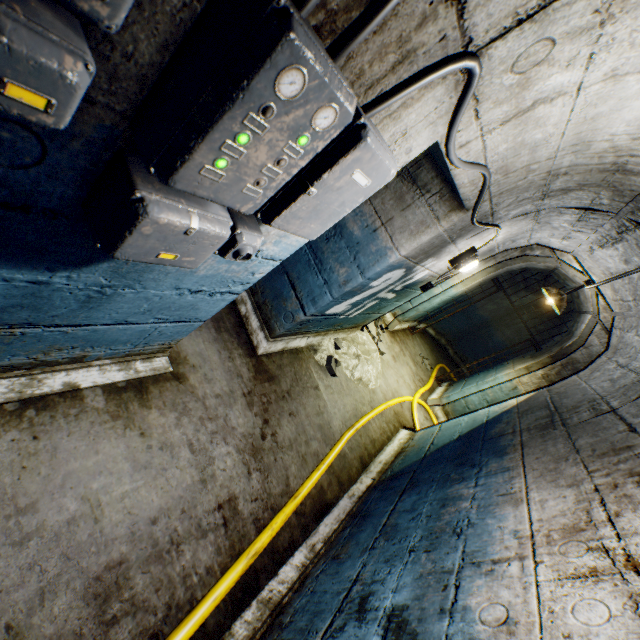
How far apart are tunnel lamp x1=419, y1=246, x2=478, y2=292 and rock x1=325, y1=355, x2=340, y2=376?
1.34m

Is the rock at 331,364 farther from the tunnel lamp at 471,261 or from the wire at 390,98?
the wire at 390,98

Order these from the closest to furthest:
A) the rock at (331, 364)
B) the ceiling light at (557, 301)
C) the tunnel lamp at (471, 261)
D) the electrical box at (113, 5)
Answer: the electrical box at (113, 5) → the tunnel lamp at (471, 261) → the rock at (331, 364) → the ceiling light at (557, 301)

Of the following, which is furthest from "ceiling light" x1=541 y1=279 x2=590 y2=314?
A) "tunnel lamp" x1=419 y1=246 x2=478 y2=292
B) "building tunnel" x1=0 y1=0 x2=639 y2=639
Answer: "tunnel lamp" x1=419 y1=246 x2=478 y2=292

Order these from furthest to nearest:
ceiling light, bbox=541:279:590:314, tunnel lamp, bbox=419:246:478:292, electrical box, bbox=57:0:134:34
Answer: ceiling light, bbox=541:279:590:314 → tunnel lamp, bbox=419:246:478:292 → electrical box, bbox=57:0:134:34

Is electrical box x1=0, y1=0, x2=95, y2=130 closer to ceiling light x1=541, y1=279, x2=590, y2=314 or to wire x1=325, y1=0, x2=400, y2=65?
wire x1=325, y1=0, x2=400, y2=65

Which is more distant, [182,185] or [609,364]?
[609,364]

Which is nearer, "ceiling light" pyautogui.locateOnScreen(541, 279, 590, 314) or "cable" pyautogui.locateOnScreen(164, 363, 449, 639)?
"cable" pyautogui.locateOnScreen(164, 363, 449, 639)
